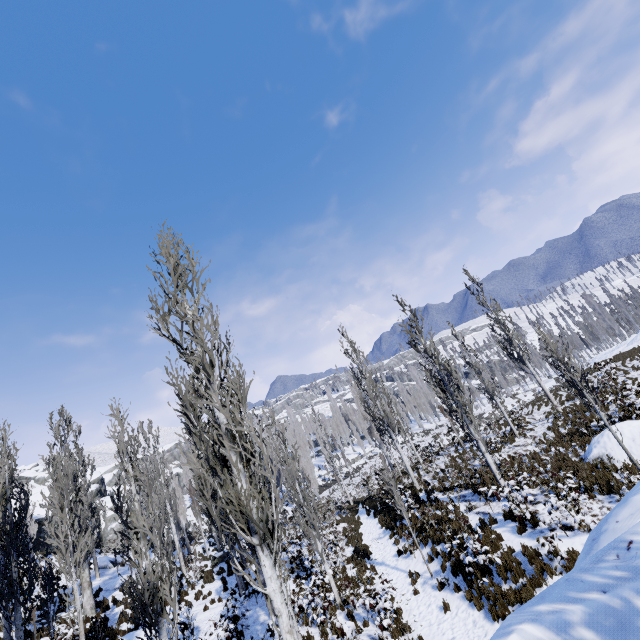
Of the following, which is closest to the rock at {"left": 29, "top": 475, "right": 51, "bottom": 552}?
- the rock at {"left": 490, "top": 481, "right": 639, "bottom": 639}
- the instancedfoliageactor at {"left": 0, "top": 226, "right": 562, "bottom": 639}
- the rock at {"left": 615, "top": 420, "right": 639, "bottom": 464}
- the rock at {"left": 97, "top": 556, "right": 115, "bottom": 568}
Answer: the instancedfoliageactor at {"left": 0, "top": 226, "right": 562, "bottom": 639}

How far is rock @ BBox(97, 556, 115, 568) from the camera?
28.1 meters

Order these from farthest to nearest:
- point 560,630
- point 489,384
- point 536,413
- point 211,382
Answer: point 536,413, point 489,384, point 211,382, point 560,630

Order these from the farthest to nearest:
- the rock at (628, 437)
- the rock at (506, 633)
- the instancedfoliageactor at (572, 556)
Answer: the rock at (628, 437)
the instancedfoliageactor at (572, 556)
the rock at (506, 633)

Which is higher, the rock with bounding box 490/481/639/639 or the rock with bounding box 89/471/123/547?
the rock with bounding box 89/471/123/547

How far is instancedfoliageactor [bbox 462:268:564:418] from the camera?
19.97m

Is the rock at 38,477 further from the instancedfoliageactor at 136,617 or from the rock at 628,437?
the rock at 628,437

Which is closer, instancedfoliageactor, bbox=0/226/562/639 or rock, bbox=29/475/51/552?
instancedfoliageactor, bbox=0/226/562/639
